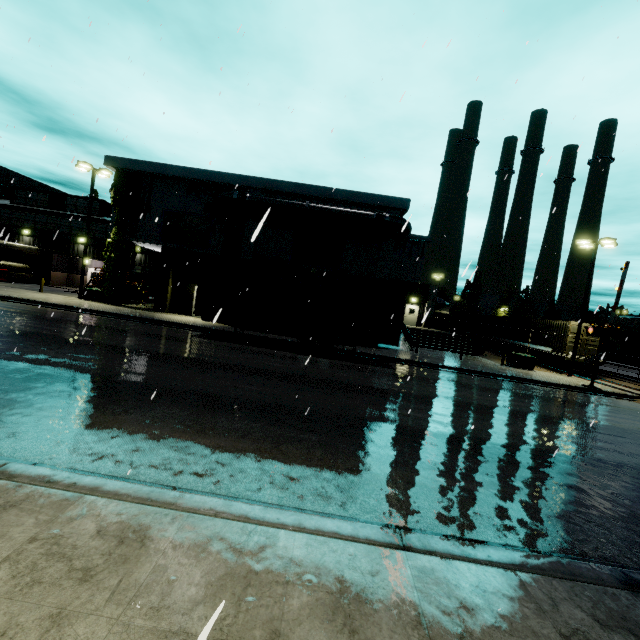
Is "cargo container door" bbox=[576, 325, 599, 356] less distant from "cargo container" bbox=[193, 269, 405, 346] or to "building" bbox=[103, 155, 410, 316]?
"cargo container" bbox=[193, 269, 405, 346]

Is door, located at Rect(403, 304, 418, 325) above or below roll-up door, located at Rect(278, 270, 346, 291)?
below

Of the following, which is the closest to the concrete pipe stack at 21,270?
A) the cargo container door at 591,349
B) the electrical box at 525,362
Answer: the electrical box at 525,362

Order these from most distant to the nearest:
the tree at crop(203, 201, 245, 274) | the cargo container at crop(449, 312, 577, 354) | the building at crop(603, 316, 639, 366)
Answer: the building at crop(603, 316, 639, 366), the cargo container at crop(449, 312, 577, 354), the tree at crop(203, 201, 245, 274)

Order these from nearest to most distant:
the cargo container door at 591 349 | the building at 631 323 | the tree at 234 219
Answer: the tree at 234 219, the cargo container door at 591 349, the building at 631 323

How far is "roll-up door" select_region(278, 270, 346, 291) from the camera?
23.9 meters

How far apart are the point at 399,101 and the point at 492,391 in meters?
13.7

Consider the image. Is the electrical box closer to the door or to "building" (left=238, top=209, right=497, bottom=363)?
"building" (left=238, top=209, right=497, bottom=363)
